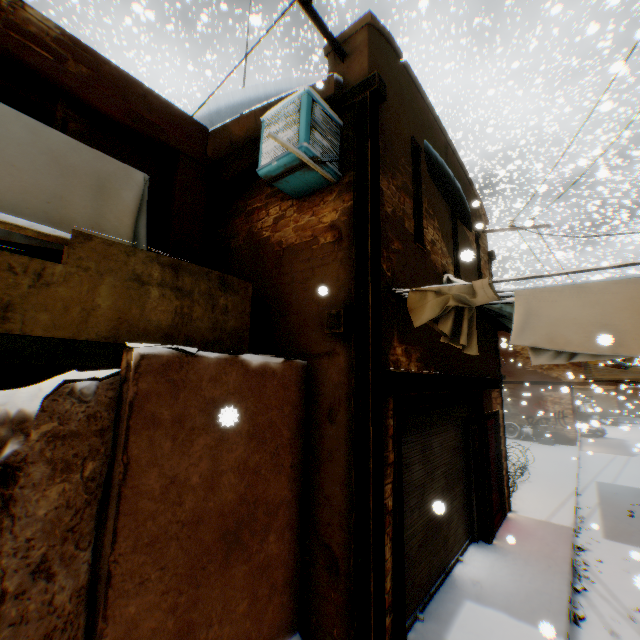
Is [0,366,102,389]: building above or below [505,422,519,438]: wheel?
above

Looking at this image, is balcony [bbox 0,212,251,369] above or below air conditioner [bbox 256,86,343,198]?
below

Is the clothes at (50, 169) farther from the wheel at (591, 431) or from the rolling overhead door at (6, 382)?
the wheel at (591, 431)

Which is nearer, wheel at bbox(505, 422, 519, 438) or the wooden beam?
the wooden beam

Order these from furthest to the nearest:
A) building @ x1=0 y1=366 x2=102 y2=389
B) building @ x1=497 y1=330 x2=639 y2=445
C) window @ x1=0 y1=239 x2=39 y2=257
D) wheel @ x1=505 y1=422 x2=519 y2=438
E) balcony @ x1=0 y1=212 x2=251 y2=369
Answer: wheel @ x1=505 y1=422 x2=519 y2=438
building @ x1=497 y1=330 x2=639 y2=445
building @ x1=0 y1=366 x2=102 y2=389
window @ x1=0 y1=239 x2=39 y2=257
balcony @ x1=0 y1=212 x2=251 y2=369

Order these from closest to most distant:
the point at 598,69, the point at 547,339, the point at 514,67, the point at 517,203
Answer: the point at 547,339 → the point at 514,67 → the point at 517,203 → the point at 598,69

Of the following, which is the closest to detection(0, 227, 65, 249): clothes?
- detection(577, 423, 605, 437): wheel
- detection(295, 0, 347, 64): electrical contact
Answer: detection(295, 0, 347, 64): electrical contact

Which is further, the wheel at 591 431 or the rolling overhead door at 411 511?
the wheel at 591 431
